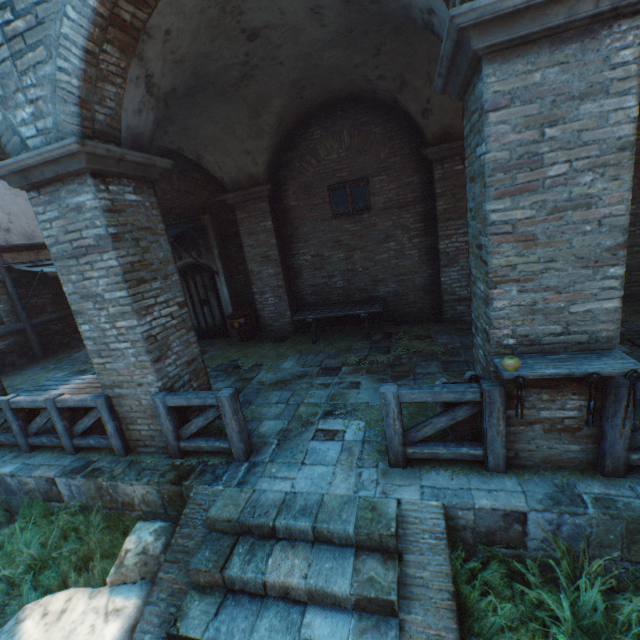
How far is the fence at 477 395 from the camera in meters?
3.1 m

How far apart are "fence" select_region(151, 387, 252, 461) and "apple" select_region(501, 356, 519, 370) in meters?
3.0 m

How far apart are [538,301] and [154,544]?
4.8 meters

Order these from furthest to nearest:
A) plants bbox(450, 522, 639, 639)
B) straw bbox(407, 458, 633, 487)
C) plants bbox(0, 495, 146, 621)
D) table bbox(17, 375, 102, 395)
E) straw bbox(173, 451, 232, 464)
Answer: table bbox(17, 375, 102, 395), straw bbox(173, 451, 232, 464), plants bbox(0, 495, 146, 621), straw bbox(407, 458, 633, 487), plants bbox(450, 522, 639, 639)

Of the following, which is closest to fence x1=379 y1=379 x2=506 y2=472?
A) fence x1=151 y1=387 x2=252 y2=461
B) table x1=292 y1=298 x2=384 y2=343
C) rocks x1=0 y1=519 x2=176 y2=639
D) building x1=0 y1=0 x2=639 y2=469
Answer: fence x1=151 y1=387 x2=252 y2=461

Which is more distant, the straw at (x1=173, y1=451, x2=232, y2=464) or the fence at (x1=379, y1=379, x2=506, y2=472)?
the straw at (x1=173, y1=451, x2=232, y2=464)

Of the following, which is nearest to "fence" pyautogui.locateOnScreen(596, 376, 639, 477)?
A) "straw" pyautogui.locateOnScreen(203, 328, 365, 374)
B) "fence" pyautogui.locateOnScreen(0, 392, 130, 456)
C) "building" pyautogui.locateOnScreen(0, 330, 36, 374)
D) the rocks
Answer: "straw" pyautogui.locateOnScreen(203, 328, 365, 374)

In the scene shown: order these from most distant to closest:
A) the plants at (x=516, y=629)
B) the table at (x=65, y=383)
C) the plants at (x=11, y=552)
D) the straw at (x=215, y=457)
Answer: the table at (x=65, y=383), the straw at (x=215, y=457), the plants at (x=11, y=552), the plants at (x=516, y=629)
